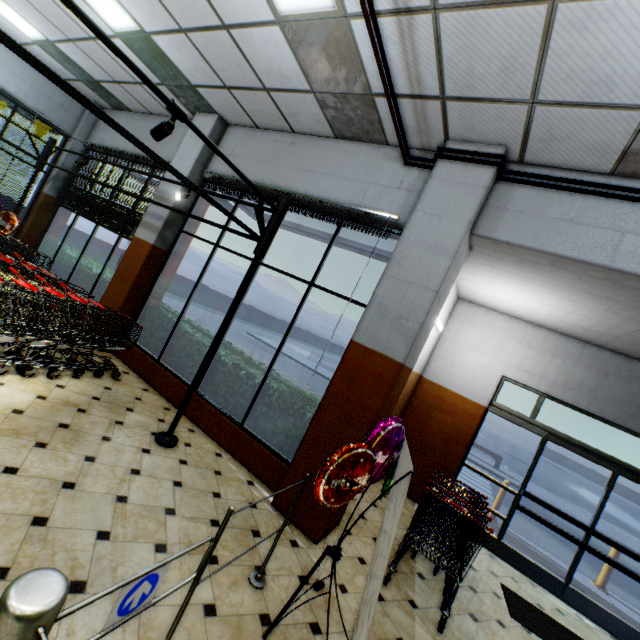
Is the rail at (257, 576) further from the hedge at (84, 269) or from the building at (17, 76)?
the hedge at (84, 269)

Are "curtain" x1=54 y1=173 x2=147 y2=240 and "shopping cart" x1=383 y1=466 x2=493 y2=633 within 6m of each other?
no

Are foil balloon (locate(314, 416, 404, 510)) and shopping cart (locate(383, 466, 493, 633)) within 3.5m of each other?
yes

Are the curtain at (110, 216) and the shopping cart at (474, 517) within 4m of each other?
no

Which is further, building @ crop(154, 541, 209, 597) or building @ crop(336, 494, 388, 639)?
building @ crop(336, 494, 388, 639)

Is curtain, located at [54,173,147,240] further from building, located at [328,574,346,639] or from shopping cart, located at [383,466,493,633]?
shopping cart, located at [383,466,493,633]

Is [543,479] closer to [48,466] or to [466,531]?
[466,531]

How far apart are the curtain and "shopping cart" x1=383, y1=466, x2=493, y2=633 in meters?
6.7 m
